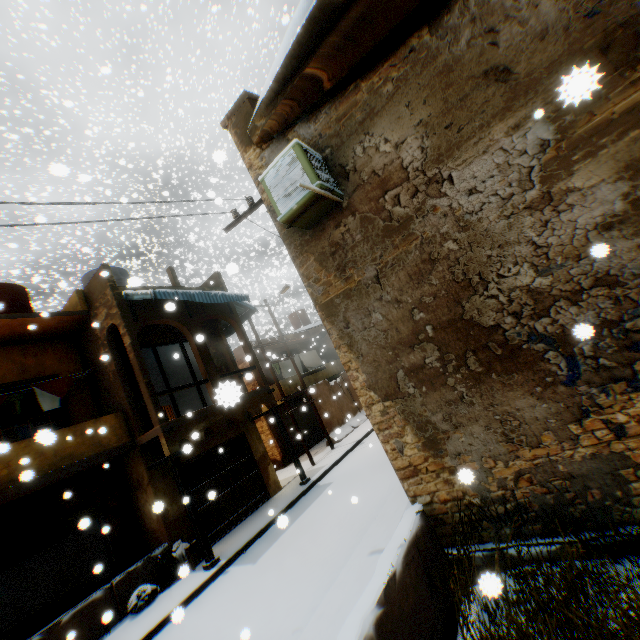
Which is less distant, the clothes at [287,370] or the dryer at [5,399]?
the dryer at [5,399]

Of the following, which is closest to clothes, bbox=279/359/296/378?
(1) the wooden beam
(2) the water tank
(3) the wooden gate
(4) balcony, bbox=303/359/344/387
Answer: (4) balcony, bbox=303/359/344/387

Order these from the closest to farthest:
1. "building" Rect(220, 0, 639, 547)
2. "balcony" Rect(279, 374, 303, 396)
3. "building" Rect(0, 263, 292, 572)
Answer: "building" Rect(220, 0, 639, 547), "building" Rect(0, 263, 292, 572), "balcony" Rect(279, 374, 303, 396)

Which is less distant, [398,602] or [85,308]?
[398,602]

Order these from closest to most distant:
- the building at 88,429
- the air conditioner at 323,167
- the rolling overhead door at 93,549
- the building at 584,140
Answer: the building at 584,140, the air conditioner at 323,167, the rolling overhead door at 93,549, the building at 88,429

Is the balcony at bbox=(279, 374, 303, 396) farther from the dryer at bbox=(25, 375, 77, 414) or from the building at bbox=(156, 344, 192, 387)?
the dryer at bbox=(25, 375, 77, 414)

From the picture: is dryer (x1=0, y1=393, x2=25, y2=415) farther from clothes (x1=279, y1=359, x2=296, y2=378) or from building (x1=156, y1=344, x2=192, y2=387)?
clothes (x1=279, y1=359, x2=296, y2=378)

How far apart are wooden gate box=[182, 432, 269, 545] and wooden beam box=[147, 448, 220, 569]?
0.60m
